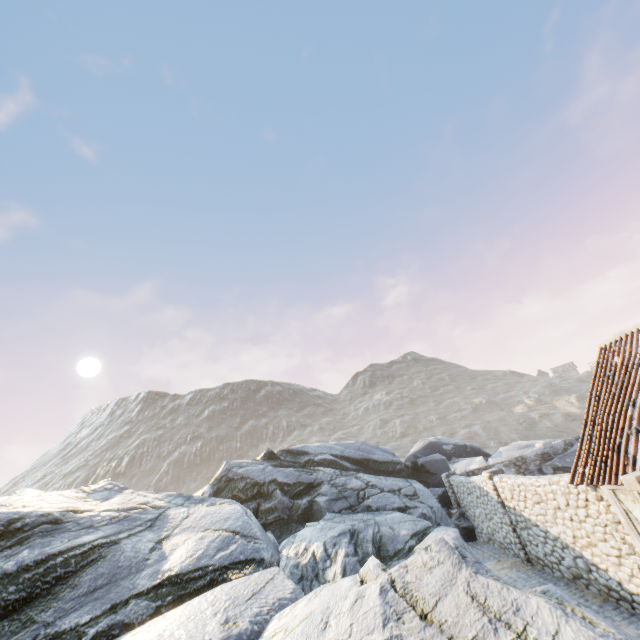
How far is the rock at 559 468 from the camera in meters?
18.0

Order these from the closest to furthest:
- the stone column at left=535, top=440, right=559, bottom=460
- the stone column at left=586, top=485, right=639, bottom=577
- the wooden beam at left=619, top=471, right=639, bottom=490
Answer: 1. the wooden beam at left=619, top=471, right=639, bottom=490
2. the stone column at left=586, top=485, right=639, bottom=577
3. the stone column at left=535, top=440, right=559, bottom=460

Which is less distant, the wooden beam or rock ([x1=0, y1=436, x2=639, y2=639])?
rock ([x1=0, y1=436, x2=639, y2=639])

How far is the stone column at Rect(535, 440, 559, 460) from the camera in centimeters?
1902cm

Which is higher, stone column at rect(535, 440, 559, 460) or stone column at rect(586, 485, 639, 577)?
stone column at rect(535, 440, 559, 460)

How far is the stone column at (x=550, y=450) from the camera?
19.0 meters

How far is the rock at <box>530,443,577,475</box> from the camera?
17.97m

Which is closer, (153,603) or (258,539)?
(153,603)
